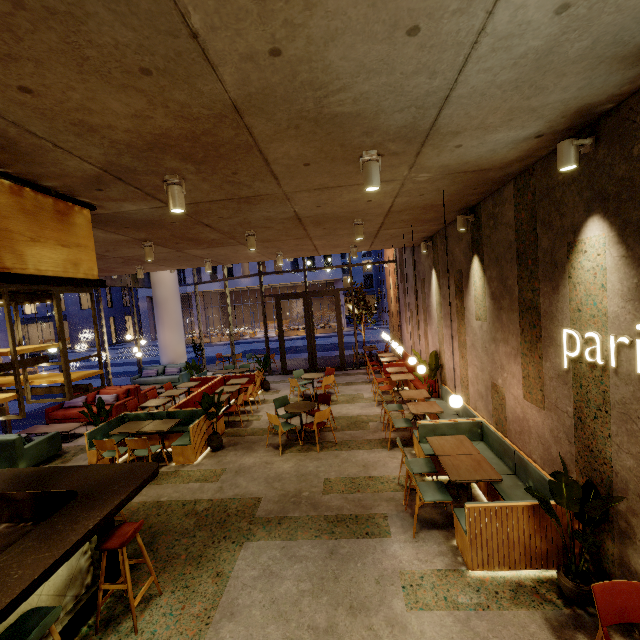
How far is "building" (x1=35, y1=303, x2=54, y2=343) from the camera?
41.8m

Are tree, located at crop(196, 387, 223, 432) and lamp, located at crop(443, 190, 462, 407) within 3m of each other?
no

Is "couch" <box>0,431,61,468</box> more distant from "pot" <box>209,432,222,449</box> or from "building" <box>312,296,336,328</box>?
"building" <box>312,296,336,328</box>

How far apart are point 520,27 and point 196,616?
5.6 meters

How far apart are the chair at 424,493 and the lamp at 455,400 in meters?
1.0 m

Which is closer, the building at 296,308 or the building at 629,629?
the building at 629,629

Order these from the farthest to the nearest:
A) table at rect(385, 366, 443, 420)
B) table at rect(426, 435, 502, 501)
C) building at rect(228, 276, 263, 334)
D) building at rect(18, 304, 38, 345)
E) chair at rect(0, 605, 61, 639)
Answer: building at rect(18, 304, 38, 345), building at rect(228, 276, 263, 334), table at rect(385, 366, 443, 420), table at rect(426, 435, 502, 501), chair at rect(0, 605, 61, 639)

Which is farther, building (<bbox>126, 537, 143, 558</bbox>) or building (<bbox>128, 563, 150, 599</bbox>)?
building (<bbox>126, 537, 143, 558</bbox>)
